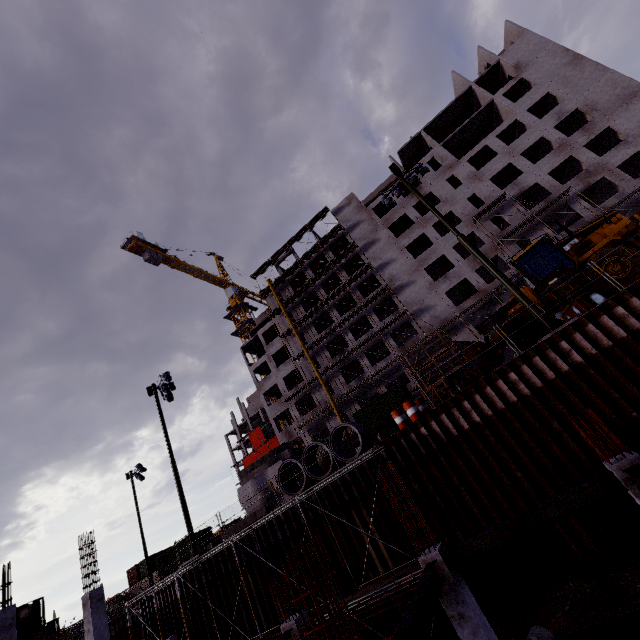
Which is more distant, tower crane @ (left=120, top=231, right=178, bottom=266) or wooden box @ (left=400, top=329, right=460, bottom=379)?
tower crane @ (left=120, top=231, right=178, bottom=266)

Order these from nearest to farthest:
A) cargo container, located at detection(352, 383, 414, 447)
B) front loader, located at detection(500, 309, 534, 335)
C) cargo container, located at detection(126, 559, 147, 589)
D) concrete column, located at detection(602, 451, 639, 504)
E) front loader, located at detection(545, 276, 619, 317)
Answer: concrete column, located at detection(602, 451, 639, 504) < front loader, located at detection(545, 276, 619, 317) < front loader, located at detection(500, 309, 534, 335) < cargo container, located at detection(352, 383, 414, 447) < cargo container, located at detection(126, 559, 147, 589)

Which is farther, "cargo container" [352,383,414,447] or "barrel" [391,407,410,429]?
"cargo container" [352,383,414,447]

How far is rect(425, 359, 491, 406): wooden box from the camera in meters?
13.5 m

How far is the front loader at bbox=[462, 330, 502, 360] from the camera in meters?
16.4

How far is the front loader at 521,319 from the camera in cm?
1491

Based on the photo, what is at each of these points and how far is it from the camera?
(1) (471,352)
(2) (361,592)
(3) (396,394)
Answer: (1) front loader, 16.5m
(2) scaffolding, 12.1m
(3) cargo container, 32.2m

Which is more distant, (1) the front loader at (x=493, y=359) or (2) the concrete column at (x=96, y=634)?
(1) the front loader at (x=493, y=359)
